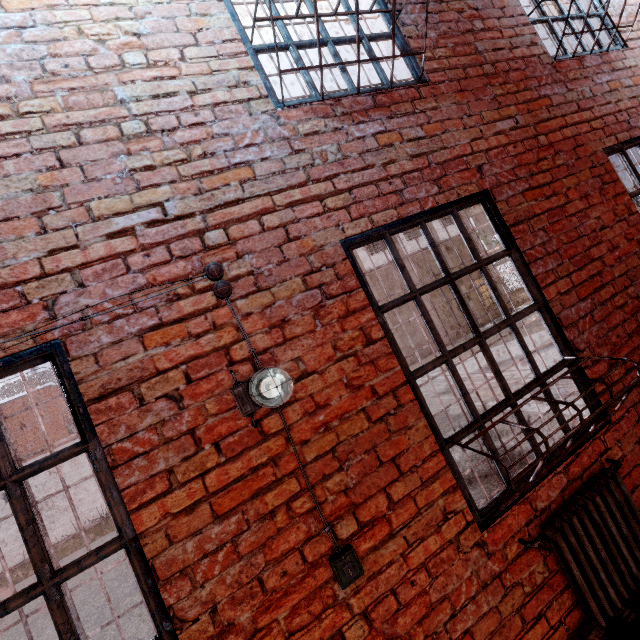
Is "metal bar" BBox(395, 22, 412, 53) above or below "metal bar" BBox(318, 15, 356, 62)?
below

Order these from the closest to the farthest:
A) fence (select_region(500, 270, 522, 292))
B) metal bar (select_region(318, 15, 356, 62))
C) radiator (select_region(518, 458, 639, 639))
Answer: radiator (select_region(518, 458, 639, 639)) → metal bar (select_region(318, 15, 356, 62)) → fence (select_region(500, 270, 522, 292))

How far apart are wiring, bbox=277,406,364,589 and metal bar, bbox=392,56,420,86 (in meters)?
1.93

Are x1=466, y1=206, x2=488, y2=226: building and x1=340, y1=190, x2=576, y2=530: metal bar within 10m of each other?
no

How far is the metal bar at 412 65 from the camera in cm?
257

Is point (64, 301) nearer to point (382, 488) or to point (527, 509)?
point (382, 488)

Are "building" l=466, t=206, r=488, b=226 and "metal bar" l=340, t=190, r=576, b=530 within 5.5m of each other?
no

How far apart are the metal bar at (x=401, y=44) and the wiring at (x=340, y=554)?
1.9 meters
